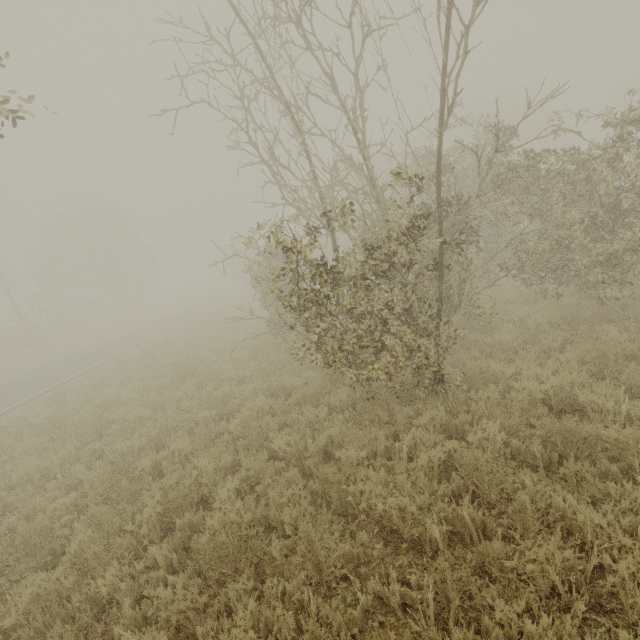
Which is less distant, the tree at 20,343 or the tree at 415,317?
the tree at 415,317

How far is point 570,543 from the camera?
2.70m

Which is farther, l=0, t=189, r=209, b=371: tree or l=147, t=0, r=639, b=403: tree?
l=0, t=189, r=209, b=371: tree
